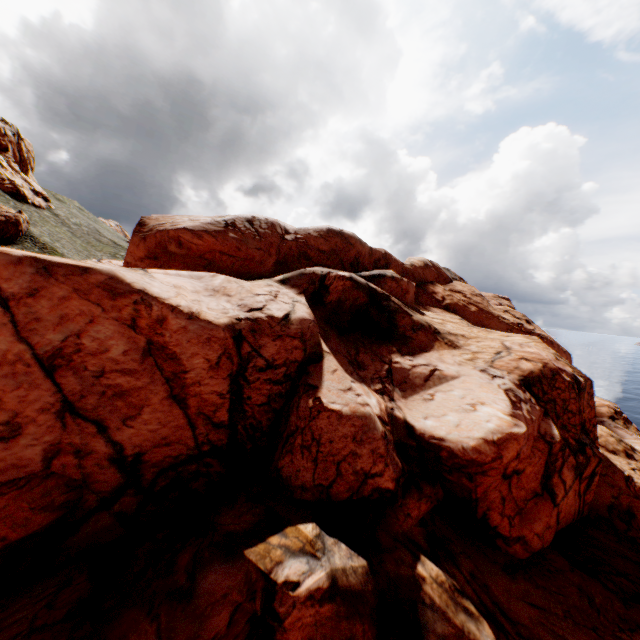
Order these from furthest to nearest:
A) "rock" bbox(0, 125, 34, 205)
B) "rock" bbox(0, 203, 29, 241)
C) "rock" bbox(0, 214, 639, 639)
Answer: "rock" bbox(0, 125, 34, 205)
"rock" bbox(0, 203, 29, 241)
"rock" bbox(0, 214, 639, 639)

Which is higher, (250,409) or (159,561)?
(250,409)

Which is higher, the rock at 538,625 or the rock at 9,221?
the rock at 9,221

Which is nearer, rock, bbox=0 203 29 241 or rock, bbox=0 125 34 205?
rock, bbox=0 203 29 241

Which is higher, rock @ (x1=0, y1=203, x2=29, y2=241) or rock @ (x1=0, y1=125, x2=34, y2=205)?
rock @ (x1=0, y1=125, x2=34, y2=205)

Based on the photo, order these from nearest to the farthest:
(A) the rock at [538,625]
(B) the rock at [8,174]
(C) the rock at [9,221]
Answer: (A) the rock at [538,625] → (C) the rock at [9,221] → (B) the rock at [8,174]
